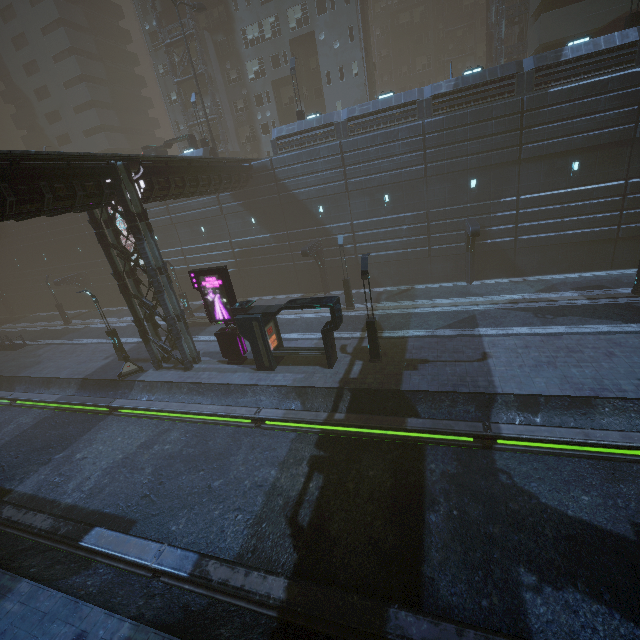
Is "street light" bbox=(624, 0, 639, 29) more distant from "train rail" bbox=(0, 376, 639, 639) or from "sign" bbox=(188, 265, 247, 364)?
"sign" bbox=(188, 265, 247, 364)

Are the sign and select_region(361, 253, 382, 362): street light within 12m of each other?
yes

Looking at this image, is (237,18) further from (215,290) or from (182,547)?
(182,547)

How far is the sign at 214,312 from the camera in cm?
1773

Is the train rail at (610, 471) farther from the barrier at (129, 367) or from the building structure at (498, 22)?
the building structure at (498, 22)

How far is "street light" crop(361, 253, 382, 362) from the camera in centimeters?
1540cm

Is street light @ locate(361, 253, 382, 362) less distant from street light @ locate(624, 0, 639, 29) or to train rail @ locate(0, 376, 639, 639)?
train rail @ locate(0, 376, 639, 639)

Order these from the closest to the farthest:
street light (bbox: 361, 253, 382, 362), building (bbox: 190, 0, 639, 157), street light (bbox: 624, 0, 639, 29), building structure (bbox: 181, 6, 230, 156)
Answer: street light (bbox: 361, 253, 382, 362)
street light (bbox: 624, 0, 639, 29)
building (bbox: 190, 0, 639, 157)
building structure (bbox: 181, 6, 230, 156)
